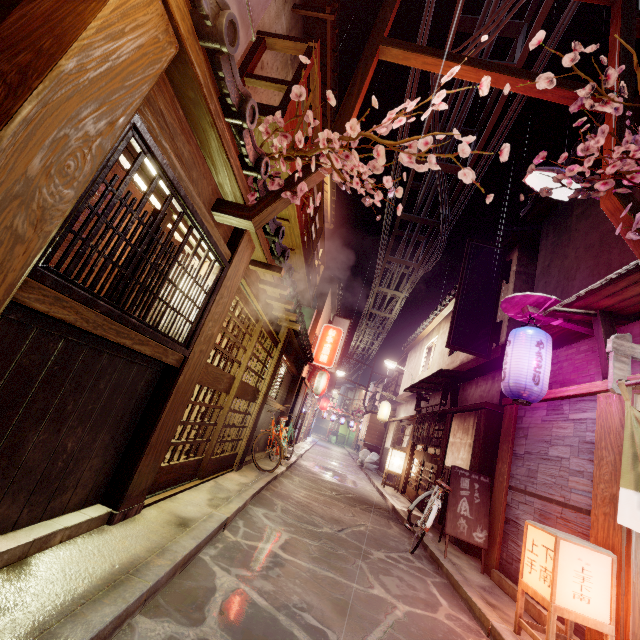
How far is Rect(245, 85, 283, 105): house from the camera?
9.36m

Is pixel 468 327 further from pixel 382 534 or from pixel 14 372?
pixel 14 372

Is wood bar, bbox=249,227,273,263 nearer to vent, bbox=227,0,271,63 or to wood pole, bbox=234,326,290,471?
wood pole, bbox=234,326,290,471

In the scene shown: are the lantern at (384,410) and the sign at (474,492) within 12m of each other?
no

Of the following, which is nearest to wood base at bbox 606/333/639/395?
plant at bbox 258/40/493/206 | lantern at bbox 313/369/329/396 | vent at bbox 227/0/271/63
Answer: plant at bbox 258/40/493/206

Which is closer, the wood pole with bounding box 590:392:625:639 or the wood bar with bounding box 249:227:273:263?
the wood pole with bounding box 590:392:625:639

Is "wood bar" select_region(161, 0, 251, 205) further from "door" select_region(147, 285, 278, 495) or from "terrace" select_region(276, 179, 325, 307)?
"terrace" select_region(276, 179, 325, 307)

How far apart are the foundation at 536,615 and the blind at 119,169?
10.4m
